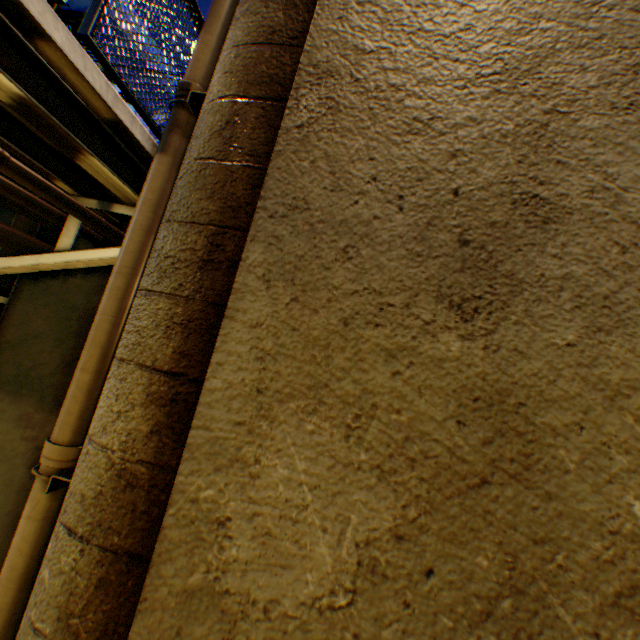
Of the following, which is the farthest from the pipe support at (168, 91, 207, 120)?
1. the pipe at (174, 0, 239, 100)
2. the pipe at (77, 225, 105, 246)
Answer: the pipe at (77, 225, 105, 246)

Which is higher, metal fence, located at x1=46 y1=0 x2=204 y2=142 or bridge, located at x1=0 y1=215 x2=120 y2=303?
metal fence, located at x1=46 y1=0 x2=204 y2=142

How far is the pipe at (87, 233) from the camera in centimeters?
313cm

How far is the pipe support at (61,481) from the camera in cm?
177

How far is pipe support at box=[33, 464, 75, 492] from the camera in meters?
1.8

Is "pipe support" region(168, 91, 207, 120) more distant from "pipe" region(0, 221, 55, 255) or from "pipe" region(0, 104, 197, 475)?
"pipe" region(0, 221, 55, 255)

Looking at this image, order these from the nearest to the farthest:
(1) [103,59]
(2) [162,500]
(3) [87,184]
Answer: (2) [162,500]
(1) [103,59]
(3) [87,184]

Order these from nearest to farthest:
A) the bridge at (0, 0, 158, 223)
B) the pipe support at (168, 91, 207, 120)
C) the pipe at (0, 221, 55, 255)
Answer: the bridge at (0, 0, 158, 223) → the pipe support at (168, 91, 207, 120) → the pipe at (0, 221, 55, 255)
